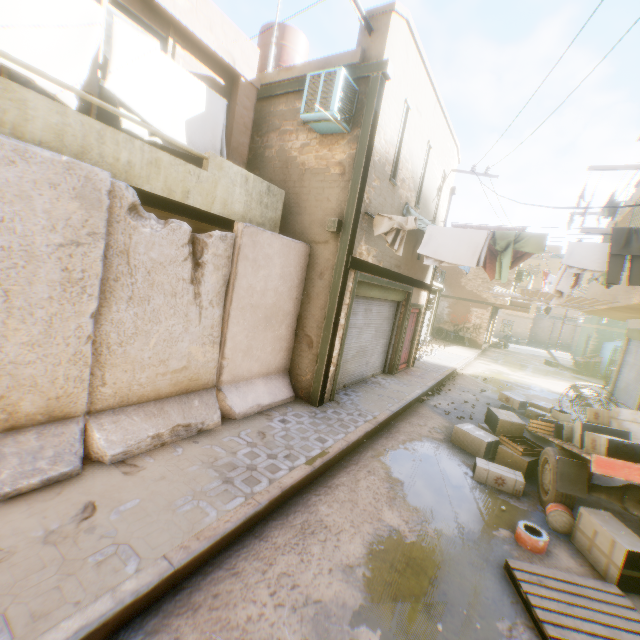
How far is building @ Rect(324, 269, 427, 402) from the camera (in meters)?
7.07

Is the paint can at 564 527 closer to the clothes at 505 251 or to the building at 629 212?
the building at 629 212

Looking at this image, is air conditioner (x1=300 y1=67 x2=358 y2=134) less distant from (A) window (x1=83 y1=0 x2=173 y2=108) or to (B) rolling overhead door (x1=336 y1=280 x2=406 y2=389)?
(B) rolling overhead door (x1=336 y1=280 x2=406 y2=389)

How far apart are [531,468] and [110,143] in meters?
8.4 m

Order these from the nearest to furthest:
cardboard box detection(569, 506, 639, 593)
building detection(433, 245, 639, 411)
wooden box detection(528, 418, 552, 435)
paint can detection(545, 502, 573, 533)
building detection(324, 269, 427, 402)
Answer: cardboard box detection(569, 506, 639, 593), paint can detection(545, 502, 573, 533), wooden box detection(528, 418, 552, 435), building detection(324, 269, 427, 402), building detection(433, 245, 639, 411)

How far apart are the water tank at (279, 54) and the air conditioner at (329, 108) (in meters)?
0.78

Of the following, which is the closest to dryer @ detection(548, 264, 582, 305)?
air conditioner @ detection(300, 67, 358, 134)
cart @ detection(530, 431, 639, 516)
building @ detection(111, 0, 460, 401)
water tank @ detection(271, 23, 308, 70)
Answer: building @ detection(111, 0, 460, 401)

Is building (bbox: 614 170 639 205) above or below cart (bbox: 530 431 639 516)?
above
